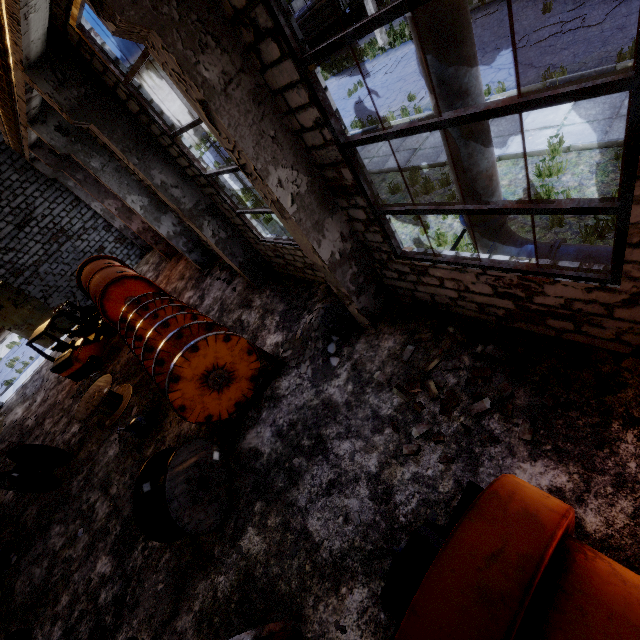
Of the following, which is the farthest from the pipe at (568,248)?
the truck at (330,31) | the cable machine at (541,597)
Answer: the truck at (330,31)

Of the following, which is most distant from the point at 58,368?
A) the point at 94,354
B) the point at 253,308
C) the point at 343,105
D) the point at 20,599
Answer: the point at 343,105

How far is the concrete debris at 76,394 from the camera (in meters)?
12.21

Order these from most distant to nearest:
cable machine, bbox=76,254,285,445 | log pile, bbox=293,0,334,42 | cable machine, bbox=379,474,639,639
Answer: log pile, bbox=293,0,334,42 < cable machine, bbox=76,254,285,445 < cable machine, bbox=379,474,639,639

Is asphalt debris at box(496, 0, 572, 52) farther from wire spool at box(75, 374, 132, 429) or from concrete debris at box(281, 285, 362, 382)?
wire spool at box(75, 374, 132, 429)

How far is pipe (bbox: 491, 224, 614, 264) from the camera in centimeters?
458cm

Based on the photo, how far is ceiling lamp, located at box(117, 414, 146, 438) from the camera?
8.4m

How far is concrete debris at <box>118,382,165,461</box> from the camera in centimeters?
856cm
